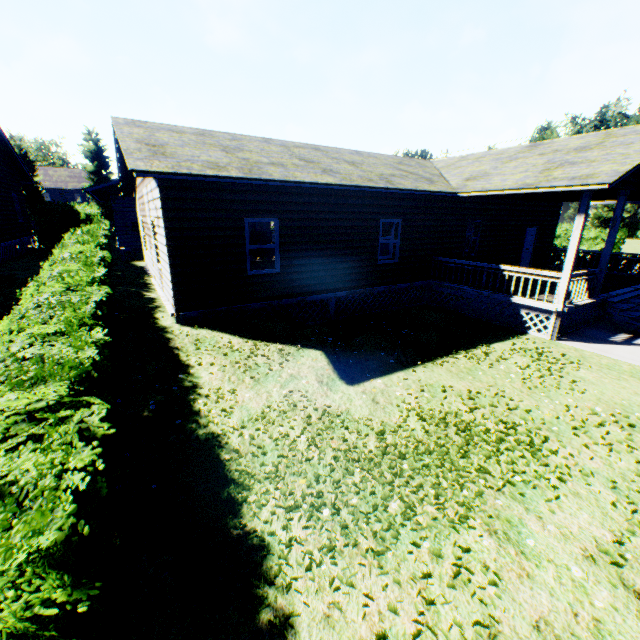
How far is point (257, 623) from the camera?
3.0m

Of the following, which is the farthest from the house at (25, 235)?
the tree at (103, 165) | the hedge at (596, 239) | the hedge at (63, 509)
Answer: the hedge at (596, 239)

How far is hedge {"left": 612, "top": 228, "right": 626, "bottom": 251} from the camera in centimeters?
3011cm

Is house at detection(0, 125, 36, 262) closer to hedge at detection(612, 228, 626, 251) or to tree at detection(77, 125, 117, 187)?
A: tree at detection(77, 125, 117, 187)

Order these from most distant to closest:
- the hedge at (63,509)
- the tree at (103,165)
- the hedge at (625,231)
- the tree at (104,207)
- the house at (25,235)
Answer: the tree at (104,207)
the tree at (103,165)
the hedge at (625,231)
the house at (25,235)
the hedge at (63,509)

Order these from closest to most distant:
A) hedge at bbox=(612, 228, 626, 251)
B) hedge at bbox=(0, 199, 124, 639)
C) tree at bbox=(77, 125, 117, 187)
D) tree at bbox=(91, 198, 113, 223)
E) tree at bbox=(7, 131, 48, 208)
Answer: hedge at bbox=(0, 199, 124, 639)
hedge at bbox=(612, 228, 626, 251)
tree at bbox=(7, 131, 48, 208)
tree at bbox=(77, 125, 117, 187)
tree at bbox=(91, 198, 113, 223)

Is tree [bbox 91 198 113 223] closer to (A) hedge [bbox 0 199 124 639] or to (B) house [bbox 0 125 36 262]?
(B) house [bbox 0 125 36 262]

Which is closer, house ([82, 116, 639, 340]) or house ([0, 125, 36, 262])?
house ([82, 116, 639, 340])
